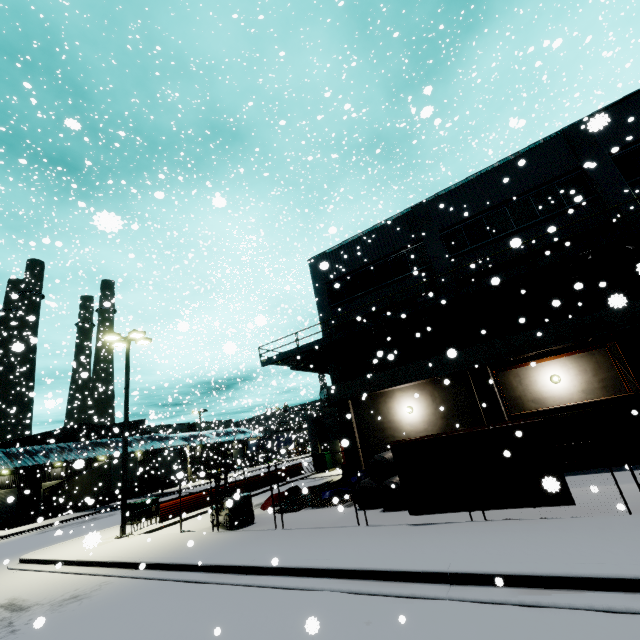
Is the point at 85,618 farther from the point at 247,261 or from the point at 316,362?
the point at 247,261

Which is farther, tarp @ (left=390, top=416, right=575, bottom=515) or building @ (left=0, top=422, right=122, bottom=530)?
building @ (left=0, top=422, right=122, bottom=530)

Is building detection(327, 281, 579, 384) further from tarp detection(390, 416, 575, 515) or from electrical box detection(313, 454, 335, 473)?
tarp detection(390, 416, 575, 515)

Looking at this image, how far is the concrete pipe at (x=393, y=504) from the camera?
11.1m

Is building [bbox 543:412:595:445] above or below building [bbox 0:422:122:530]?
below

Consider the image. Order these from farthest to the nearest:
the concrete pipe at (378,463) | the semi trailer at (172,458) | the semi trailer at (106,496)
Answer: the semi trailer at (172,458) → the semi trailer at (106,496) → the concrete pipe at (378,463)

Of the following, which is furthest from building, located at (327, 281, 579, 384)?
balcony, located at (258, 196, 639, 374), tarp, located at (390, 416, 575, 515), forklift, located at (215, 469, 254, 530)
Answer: forklift, located at (215, 469, 254, 530)

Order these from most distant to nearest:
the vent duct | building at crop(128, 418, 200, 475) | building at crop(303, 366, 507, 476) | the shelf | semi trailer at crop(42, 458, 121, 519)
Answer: building at crop(128, 418, 200, 475) → semi trailer at crop(42, 458, 121, 519) → building at crop(303, 366, 507, 476) → the vent duct → the shelf
